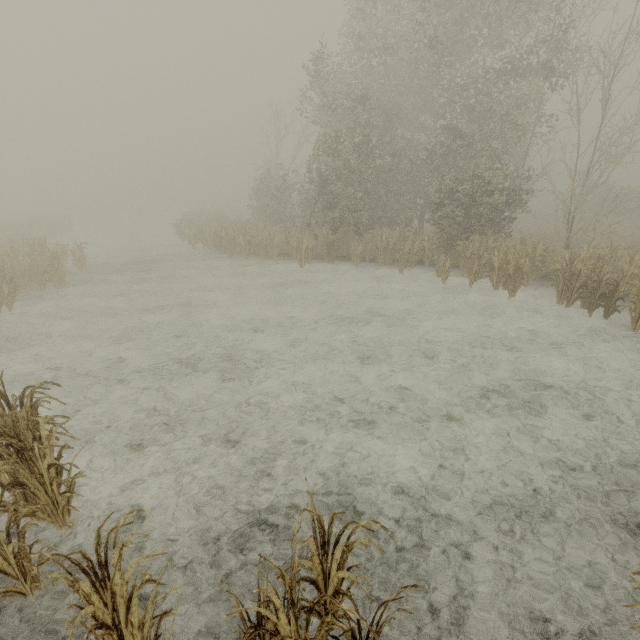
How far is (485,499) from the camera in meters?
4.5
